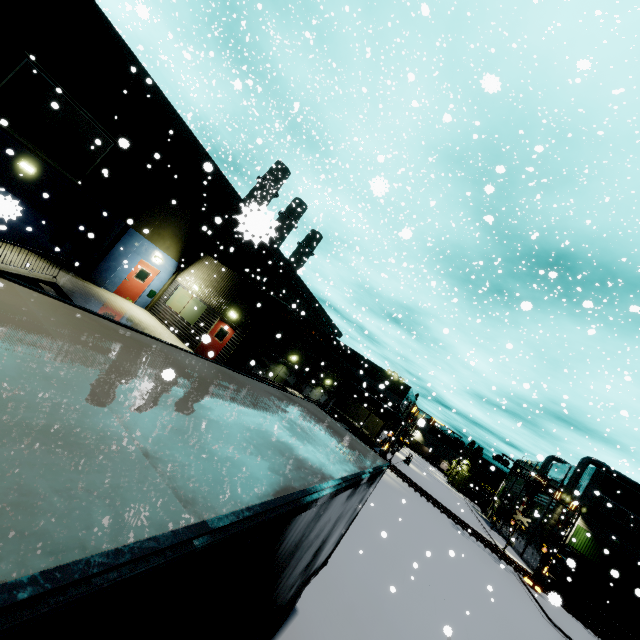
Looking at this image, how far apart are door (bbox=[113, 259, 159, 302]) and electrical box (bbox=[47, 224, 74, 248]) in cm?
323

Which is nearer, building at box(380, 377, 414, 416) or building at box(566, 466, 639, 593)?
building at box(566, 466, 639, 593)

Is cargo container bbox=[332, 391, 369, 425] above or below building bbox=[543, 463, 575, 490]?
below

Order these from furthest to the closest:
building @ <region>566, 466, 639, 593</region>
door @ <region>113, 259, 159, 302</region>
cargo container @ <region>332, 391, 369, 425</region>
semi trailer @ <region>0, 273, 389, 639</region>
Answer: cargo container @ <region>332, 391, 369, 425</region>, building @ <region>566, 466, 639, 593</region>, door @ <region>113, 259, 159, 302</region>, semi trailer @ <region>0, 273, 389, 639</region>

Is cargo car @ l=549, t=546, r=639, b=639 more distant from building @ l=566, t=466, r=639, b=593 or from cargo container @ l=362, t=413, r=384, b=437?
building @ l=566, t=466, r=639, b=593

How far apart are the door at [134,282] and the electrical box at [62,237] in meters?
3.2 m

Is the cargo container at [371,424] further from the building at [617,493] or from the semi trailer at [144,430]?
the semi trailer at [144,430]

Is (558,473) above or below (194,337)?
above
